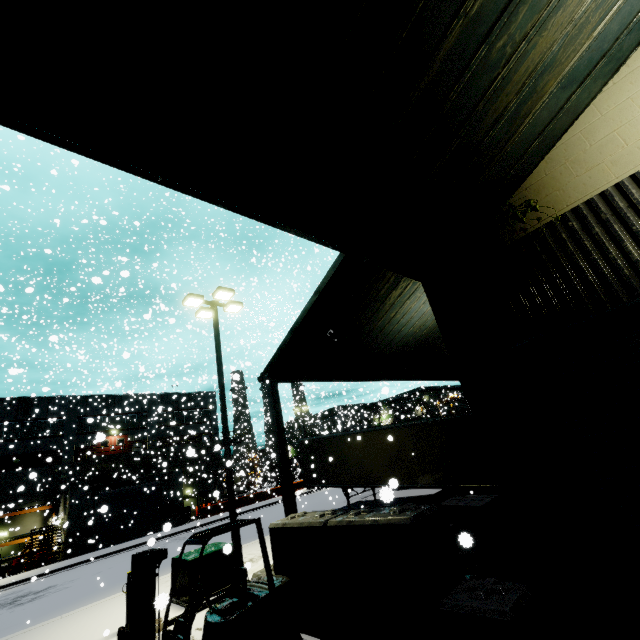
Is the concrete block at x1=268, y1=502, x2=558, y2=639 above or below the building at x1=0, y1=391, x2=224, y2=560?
below

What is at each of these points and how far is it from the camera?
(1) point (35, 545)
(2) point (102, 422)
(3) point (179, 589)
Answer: (1) pallet, 27.6 meters
(2) building, 36.4 meters
(3) electrical box, 9.0 meters

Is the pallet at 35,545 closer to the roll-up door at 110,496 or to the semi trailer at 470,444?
the semi trailer at 470,444

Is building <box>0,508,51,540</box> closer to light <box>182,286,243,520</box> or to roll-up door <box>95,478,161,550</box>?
roll-up door <box>95,478,161,550</box>

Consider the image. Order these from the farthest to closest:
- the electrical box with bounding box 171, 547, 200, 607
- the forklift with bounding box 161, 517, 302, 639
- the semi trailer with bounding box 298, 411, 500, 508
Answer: the semi trailer with bounding box 298, 411, 500, 508, the electrical box with bounding box 171, 547, 200, 607, the forklift with bounding box 161, 517, 302, 639

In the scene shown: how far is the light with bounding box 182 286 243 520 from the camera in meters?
10.8 m

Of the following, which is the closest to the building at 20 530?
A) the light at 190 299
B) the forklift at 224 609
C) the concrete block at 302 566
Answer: the concrete block at 302 566

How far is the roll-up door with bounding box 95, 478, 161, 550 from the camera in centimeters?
2670cm
